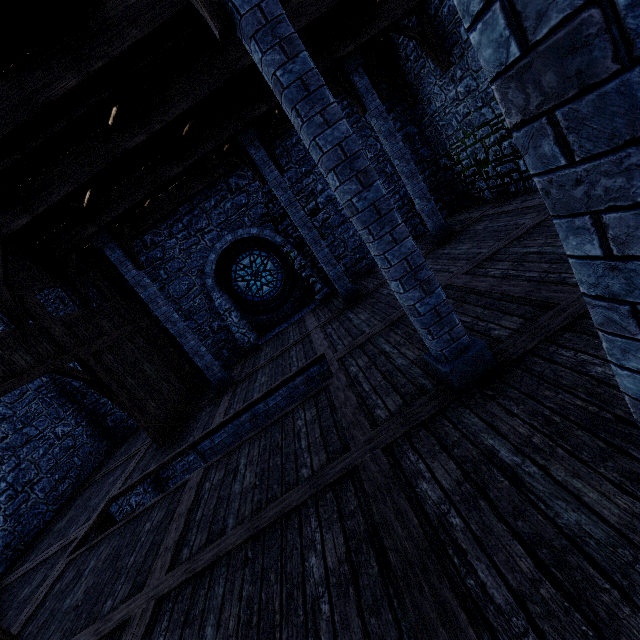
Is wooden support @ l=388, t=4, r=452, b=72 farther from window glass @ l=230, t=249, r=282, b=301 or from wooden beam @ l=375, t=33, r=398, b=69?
window glass @ l=230, t=249, r=282, b=301

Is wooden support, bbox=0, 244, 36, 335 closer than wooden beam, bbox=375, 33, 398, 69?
Yes

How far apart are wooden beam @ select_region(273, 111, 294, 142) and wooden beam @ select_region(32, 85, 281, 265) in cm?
183

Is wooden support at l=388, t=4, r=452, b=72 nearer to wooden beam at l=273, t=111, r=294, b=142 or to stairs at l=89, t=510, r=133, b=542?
wooden beam at l=273, t=111, r=294, b=142

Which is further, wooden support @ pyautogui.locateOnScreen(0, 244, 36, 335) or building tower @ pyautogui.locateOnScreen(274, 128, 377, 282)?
building tower @ pyautogui.locateOnScreen(274, 128, 377, 282)

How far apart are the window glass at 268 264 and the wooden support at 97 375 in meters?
6.0 m

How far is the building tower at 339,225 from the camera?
11.06m

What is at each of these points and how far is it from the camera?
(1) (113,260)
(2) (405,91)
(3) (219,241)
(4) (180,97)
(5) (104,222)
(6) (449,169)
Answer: (1) pillar, 8.5 meters
(2) wooden support, 10.5 meters
(3) building tower, 11.3 meters
(4) wooden beam, 5.9 meters
(5) wooden beam, 8.1 meters
(6) building tower, 11.4 meters
